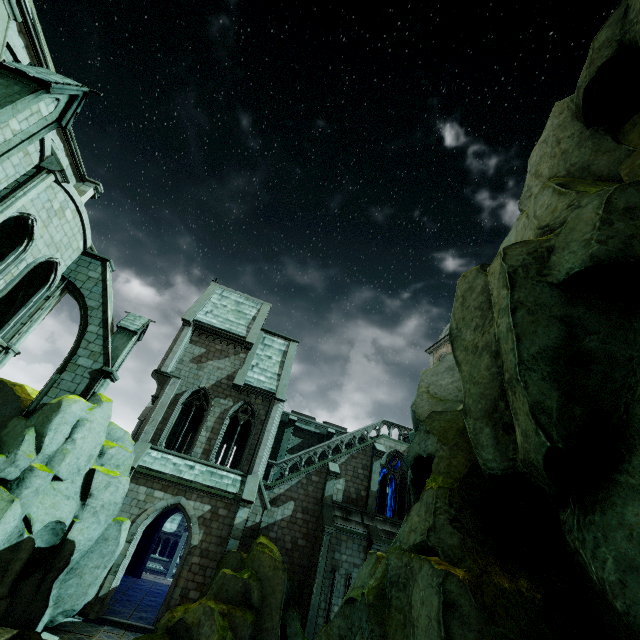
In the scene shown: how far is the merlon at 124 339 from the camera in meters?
16.4 m

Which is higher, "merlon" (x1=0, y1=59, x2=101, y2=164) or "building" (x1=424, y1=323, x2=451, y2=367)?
"building" (x1=424, y1=323, x2=451, y2=367)

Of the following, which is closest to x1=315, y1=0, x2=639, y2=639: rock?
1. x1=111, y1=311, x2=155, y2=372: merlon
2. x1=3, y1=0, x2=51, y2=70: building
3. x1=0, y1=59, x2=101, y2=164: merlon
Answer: x1=3, y1=0, x2=51, y2=70: building

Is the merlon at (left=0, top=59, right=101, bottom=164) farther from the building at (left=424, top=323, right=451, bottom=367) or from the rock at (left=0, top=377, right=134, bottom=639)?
the rock at (left=0, top=377, right=134, bottom=639)

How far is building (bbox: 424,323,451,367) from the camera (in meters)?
34.22

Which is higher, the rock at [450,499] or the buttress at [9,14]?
the buttress at [9,14]

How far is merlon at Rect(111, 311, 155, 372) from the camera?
16.38m

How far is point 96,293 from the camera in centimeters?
1723cm
